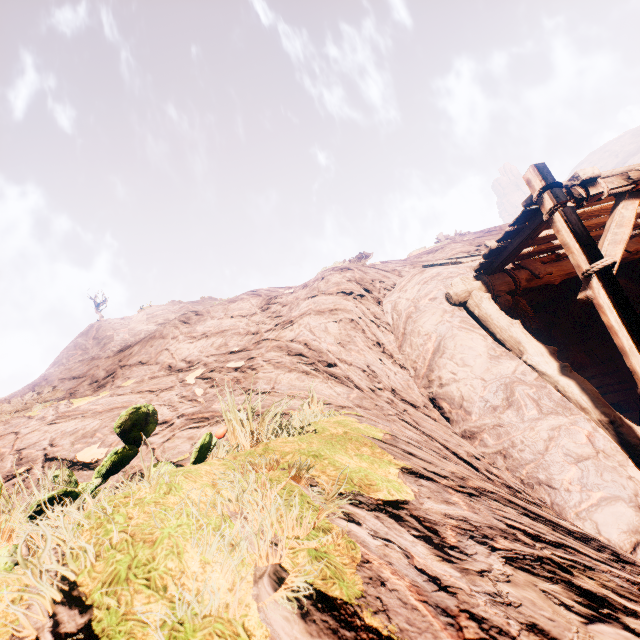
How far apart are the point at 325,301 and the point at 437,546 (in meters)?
6.52
